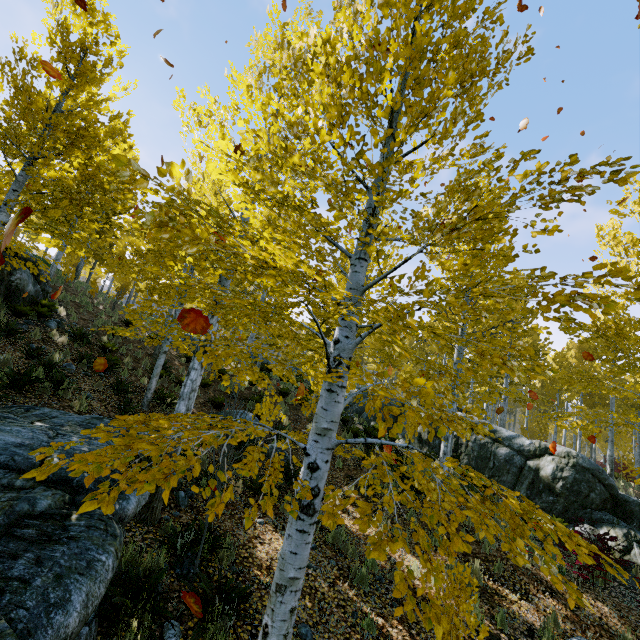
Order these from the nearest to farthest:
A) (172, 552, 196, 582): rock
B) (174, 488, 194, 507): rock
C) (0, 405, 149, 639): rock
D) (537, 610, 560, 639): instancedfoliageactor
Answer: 1. (0, 405, 149, 639): rock
2. (172, 552, 196, 582): rock
3. (537, 610, 560, 639): instancedfoliageactor
4. (174, 488, 194, 507): rock

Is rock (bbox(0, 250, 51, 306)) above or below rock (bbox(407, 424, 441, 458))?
above

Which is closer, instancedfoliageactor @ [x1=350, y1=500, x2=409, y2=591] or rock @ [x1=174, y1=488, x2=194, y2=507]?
instancedfoliageactor @ [x1=350, y1=500, x2=409, y2=591]

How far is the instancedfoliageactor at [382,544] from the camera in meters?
2.1 m

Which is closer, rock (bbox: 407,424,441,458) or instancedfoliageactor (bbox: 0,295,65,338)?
instancedfoliageactor (bbox: 0,295,65,338)

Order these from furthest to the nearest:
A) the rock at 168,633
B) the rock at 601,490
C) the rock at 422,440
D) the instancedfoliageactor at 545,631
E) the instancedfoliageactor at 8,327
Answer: the rock at 422,440, the rock at 601,490, the instancedfoliageactor at 8,327, the instancedfoliageactor at 545,631, the rock at 168,633

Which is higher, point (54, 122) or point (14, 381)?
point (54, 122)
